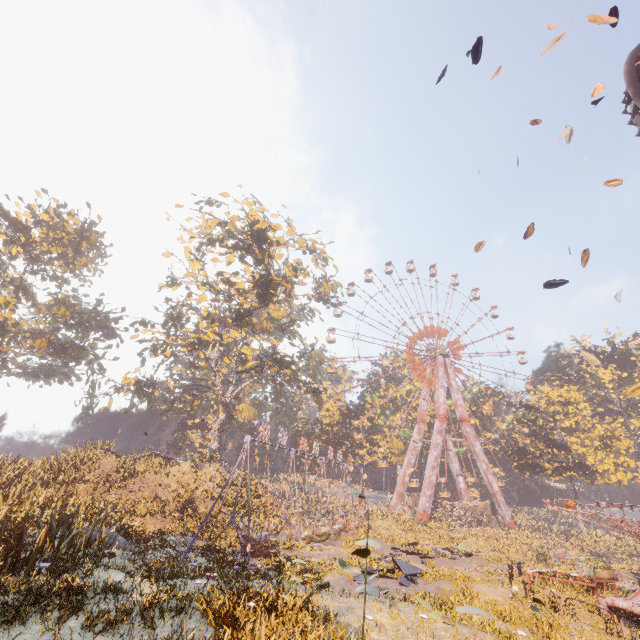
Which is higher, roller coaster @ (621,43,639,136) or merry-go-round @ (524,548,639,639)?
roller coaster @ (621,43,639,136)

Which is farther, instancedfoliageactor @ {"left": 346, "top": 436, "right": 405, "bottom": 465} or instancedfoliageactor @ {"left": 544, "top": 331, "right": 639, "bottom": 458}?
instancedfoliageactor @ {"left": 346, "top": 436, "right": 405, "bottom": 465}

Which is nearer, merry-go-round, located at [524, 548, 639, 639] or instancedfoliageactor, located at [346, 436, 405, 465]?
merry-go-round, located at [524, 548, 639, 639]

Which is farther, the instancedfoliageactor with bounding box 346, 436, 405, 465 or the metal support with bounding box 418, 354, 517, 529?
the instancedfoliageactor with bounding box 346, 436, 405, 465

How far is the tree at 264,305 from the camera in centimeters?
2603cm

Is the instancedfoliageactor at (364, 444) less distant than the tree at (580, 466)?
No

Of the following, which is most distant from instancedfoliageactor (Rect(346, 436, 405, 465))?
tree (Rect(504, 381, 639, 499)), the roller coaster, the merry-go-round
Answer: the roller coaster

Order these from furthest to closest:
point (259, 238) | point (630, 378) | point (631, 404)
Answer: point (630, 378) < point (631, 404) < point (259, 238)
